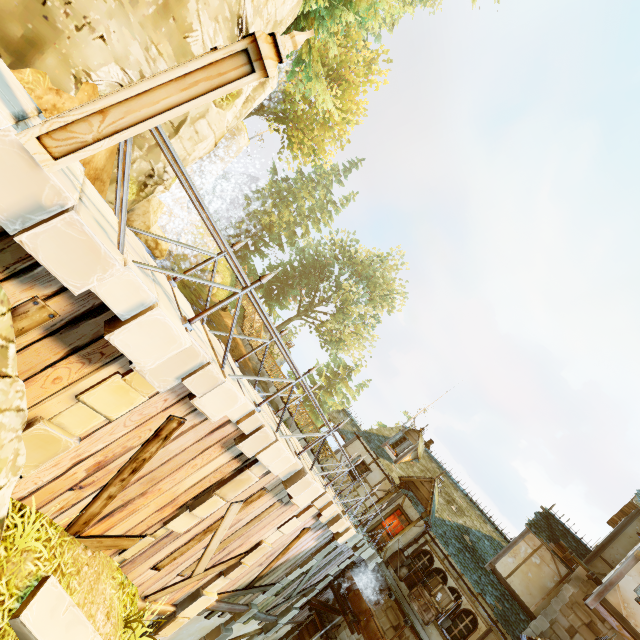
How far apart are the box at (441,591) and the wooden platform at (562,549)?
5.24m

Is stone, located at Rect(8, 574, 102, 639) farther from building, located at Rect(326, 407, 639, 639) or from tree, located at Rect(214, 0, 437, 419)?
building, located at Rect(326, 407, 639, 639)

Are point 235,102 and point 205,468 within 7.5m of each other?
no

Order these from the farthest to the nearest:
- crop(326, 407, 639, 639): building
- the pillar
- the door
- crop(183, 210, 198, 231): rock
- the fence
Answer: crop(183, 210, 198, 231): rock → the door → crop(326, 407, 639, 639): building → the fence → the pillar

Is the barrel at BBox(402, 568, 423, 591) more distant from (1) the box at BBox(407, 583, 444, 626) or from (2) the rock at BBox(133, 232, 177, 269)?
(2) the rock at BBox(133, 232, 177, 269)

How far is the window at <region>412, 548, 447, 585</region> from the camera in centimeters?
1466cm

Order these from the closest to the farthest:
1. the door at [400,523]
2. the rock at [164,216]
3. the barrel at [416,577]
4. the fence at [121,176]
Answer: the fence at [121,176] → the rock at [164,216] → the barrel at [416,577] → the door at [400,523]

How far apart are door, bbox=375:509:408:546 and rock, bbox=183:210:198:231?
28.1m
